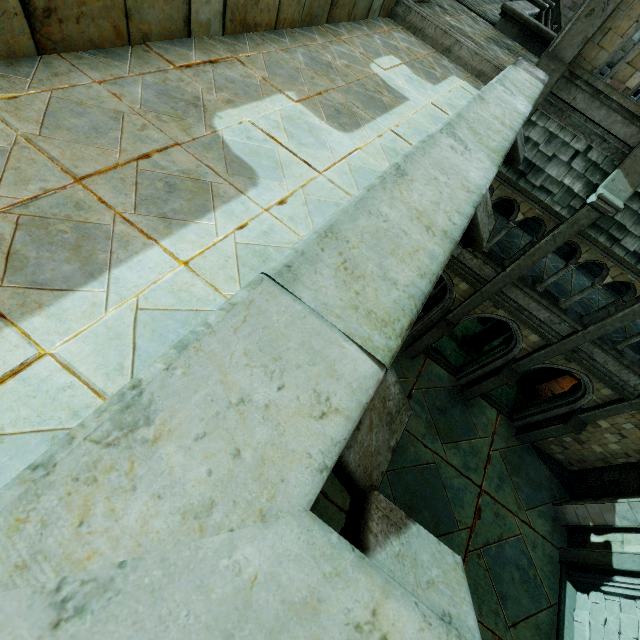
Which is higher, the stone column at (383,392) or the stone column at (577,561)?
the stone column at (383,392)

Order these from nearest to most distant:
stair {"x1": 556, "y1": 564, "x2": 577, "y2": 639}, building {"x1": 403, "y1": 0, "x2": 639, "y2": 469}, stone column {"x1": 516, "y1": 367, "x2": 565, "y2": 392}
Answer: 1. building {"x1": 403, "y1": 0, "x2": 639, "y2": 469}
2. stair {"x1": 556, "y1": 564, "x2": 577, "y2": 639}
3. stone column {"x1": 516, "y1": 367, "x2": 565, "y2": 392}

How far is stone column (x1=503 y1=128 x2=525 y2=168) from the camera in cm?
570

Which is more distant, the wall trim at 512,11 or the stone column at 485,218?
the wall trim at 512,11

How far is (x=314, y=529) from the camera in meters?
1.1 m

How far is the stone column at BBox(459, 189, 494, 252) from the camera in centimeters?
378cm

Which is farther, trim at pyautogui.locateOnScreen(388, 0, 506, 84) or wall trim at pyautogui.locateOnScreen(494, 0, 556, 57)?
wall trim at pyautogui.locateOnScreen(494, 0, 556, 57)

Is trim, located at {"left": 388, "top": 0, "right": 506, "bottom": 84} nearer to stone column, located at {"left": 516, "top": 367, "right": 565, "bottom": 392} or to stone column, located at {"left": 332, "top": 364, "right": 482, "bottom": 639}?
stone column, located at {"left": 332, "top": 364, "right": 482, "bottom": 639}
